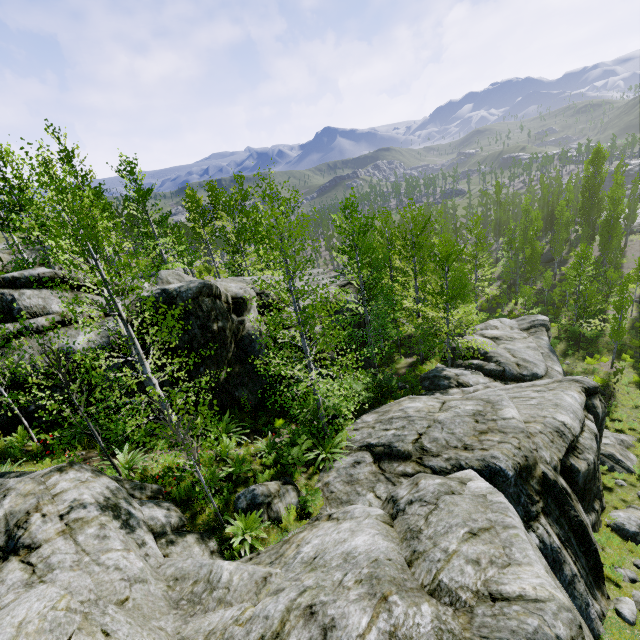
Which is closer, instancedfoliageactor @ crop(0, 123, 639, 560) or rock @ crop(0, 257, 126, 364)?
instancedfoliageactor @ crop(0, 123, 639, 560)

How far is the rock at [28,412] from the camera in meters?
9.9 m

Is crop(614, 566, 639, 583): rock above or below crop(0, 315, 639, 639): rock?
below

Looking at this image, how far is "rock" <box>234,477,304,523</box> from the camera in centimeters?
843cm

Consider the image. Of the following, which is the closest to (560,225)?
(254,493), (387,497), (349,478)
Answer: (349,478)

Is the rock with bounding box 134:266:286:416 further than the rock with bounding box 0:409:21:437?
Yes
